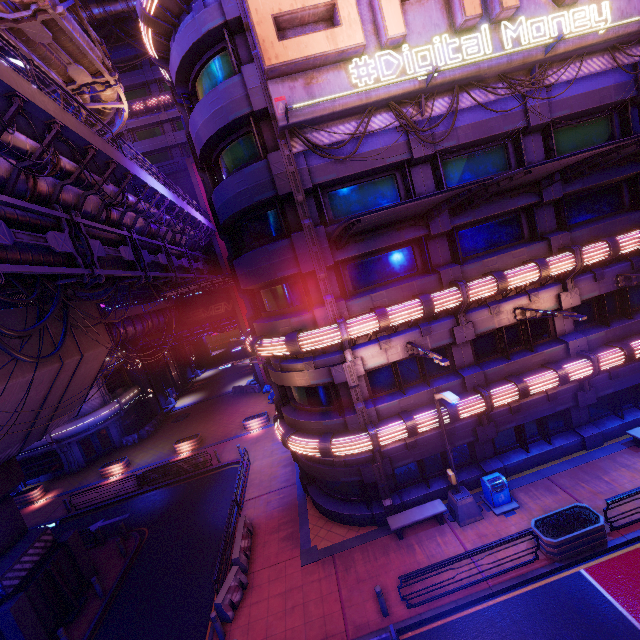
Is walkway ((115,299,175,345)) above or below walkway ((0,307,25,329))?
below

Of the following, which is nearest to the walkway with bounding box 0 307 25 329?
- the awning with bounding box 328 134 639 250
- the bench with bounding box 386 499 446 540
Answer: the bench with bounding box 386 499 446 540

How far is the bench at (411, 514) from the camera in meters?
13.2 m

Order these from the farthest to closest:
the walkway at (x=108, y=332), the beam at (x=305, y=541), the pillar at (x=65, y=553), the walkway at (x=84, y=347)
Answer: the walkway at (x=108, y=332)
the beam at (x=305, y=541)
the walkway at (x=84, y=347)
the pillar at (x=65, y=553)

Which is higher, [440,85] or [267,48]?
[267,48]

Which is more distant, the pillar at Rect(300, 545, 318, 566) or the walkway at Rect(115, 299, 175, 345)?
the walkway at Rect(115, 299, 175, 345)

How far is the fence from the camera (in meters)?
12.02

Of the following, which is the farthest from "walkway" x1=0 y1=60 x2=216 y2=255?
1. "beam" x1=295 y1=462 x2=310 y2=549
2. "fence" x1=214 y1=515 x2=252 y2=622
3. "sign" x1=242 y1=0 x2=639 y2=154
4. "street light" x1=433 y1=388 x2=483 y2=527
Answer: "beam" x1=295 y1=462 x2=310 y2=549
